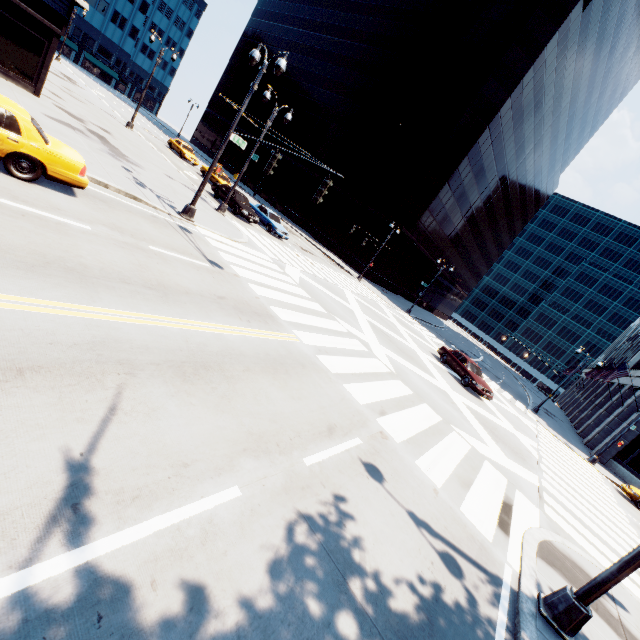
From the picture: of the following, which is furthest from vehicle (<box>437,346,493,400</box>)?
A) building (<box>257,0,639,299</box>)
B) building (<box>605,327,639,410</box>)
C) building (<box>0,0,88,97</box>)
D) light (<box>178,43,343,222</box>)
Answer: building (<box>0,0,88,97</box>)

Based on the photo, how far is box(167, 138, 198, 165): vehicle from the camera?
34.50m

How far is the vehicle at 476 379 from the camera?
19.8m

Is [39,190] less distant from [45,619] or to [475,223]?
[45,619]

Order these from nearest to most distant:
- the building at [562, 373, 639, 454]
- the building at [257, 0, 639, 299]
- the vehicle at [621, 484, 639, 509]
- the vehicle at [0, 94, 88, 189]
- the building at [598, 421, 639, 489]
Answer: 1. the vehicle at [0, 94, 88, 189]
2. the vehicle at [621, 484, 639, 509]
3. the building at [598, 421, 639, 489]
4. the building at [562, 373, 639, 454]
5. the building at [257, 0, 639, 299]

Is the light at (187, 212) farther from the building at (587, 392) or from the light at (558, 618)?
the building at (587, 392)

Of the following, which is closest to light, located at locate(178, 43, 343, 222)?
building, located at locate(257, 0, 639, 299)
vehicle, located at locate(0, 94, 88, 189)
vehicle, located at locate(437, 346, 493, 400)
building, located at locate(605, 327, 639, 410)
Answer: vehicle, located at locate(0, 94, 88, 189)

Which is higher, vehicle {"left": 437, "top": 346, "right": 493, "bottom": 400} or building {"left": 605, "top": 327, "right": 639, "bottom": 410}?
building {"left": 605, "top": 327, "right": 639, "bottom": 410}
